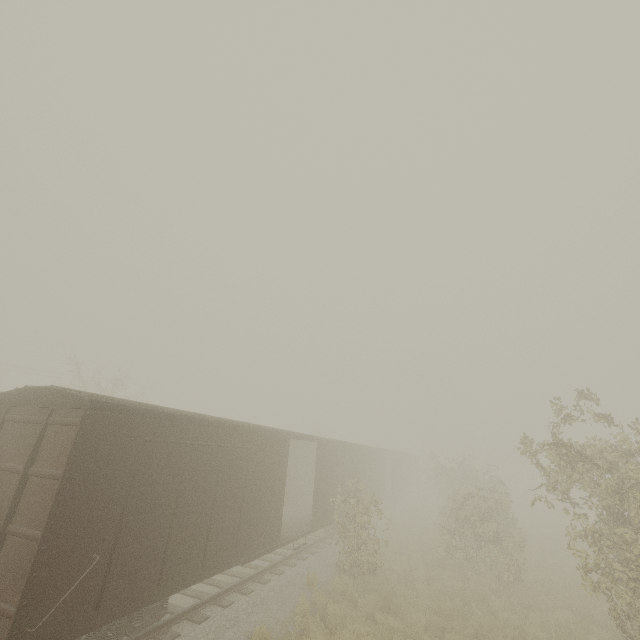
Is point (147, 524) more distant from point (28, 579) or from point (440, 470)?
point (440, 470)
